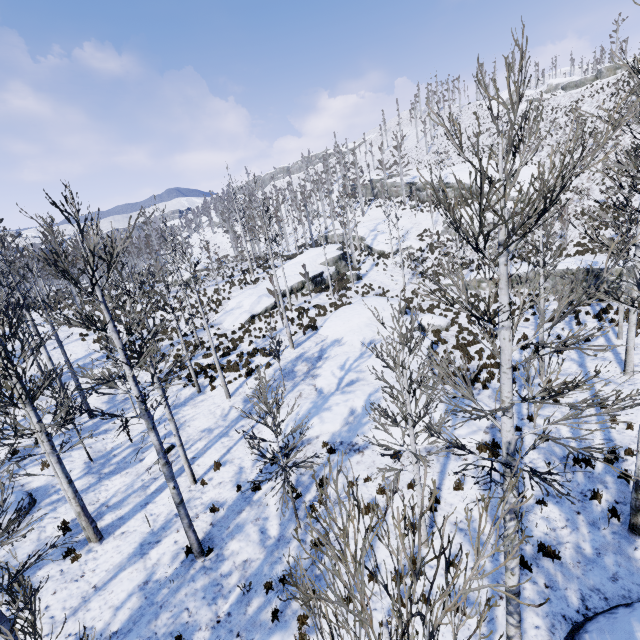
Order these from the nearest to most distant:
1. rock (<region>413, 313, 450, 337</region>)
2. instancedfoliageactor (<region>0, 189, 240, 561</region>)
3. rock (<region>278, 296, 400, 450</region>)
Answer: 1. instancedfoliageactor (<region>0, 189, 240, 561</region>)
2. rock (<region>278, 296, 400, 450</region>)
3. rock (<region>413, 313, 450, 337</region>)

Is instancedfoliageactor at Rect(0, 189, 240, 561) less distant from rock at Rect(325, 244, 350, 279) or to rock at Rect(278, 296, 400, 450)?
rock at Rect(325, 244, 350, 279)

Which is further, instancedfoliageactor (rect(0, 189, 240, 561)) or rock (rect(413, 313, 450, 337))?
rock (rect(413, 313, 450, 337))

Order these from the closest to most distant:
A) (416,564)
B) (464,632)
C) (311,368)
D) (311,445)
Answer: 1. (464,632)
2. (416,564)
3. (311,445)
4. (311,368)

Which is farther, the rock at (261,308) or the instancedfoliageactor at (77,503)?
the rock at (261,308)

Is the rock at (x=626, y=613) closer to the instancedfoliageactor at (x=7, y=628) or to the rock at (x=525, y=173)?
the instancedfoliageactor at (x=7, y=628)

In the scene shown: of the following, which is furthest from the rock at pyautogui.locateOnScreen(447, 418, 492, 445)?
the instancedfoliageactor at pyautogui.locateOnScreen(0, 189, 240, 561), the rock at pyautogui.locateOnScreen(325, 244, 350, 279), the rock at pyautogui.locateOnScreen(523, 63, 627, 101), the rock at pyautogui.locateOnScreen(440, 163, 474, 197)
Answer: the rock at pyautogui.locateOnScreen(523, 63, 627, 101)

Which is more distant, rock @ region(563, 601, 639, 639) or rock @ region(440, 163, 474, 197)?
rock @ region(440, 163, 474, 197)
